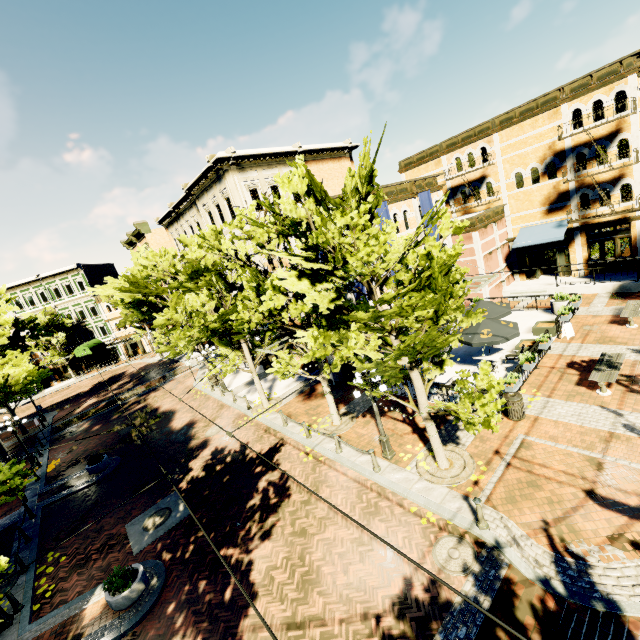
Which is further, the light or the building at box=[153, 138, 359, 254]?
the building at box=[153, 138, 359, 254]

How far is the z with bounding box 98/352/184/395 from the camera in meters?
32.9

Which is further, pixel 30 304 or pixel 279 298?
pixel 30 304

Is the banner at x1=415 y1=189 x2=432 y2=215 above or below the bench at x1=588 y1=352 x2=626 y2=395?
above

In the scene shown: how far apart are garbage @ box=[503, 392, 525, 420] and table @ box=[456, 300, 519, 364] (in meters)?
2.45

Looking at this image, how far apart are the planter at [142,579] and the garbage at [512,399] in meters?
12.9

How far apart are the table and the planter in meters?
14.3

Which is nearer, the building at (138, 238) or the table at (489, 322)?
the table at (489, 322)
